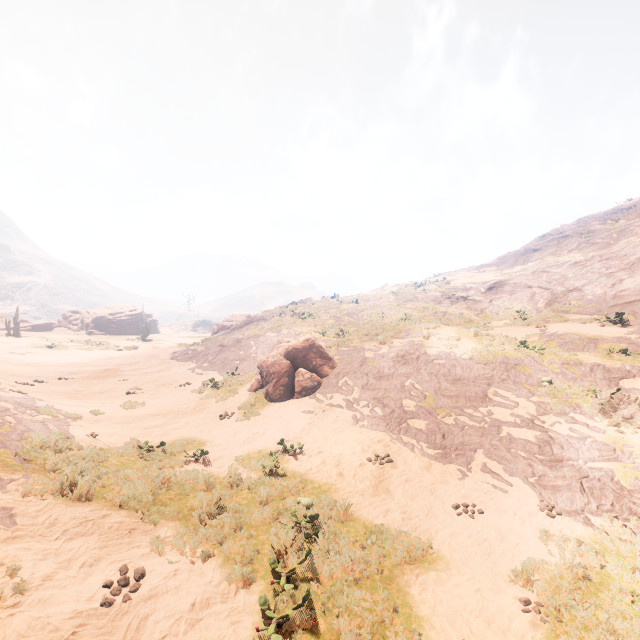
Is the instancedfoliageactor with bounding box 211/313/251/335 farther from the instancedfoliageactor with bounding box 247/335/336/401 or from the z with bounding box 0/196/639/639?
the instancedfoliageactor with bounding box 247/335/336/401

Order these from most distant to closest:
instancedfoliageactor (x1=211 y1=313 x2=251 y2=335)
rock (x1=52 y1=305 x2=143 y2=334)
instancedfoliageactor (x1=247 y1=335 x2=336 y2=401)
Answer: rock (x1=52 y1=305 x2=143 y2=334) → instancedfoliageactor (x1=211 y1=313 x2=251 y2=335) → instancedfoliageactor (x1=247 y1=335 x2=336 y2=401)

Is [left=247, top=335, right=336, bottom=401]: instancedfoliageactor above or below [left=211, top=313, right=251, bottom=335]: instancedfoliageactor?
below

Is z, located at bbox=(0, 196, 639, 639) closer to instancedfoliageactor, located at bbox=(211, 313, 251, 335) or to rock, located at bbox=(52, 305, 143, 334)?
instancedfoliageactor, located at bbox=(211, 313, 251, 335)

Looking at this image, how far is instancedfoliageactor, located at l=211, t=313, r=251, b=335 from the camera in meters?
→ 43.2 m

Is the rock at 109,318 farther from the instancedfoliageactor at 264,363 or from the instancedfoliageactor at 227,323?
the instancedfoliageactor at 264,363

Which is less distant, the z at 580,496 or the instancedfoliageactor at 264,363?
the z at 580,496

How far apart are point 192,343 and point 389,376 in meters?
23.3 m
